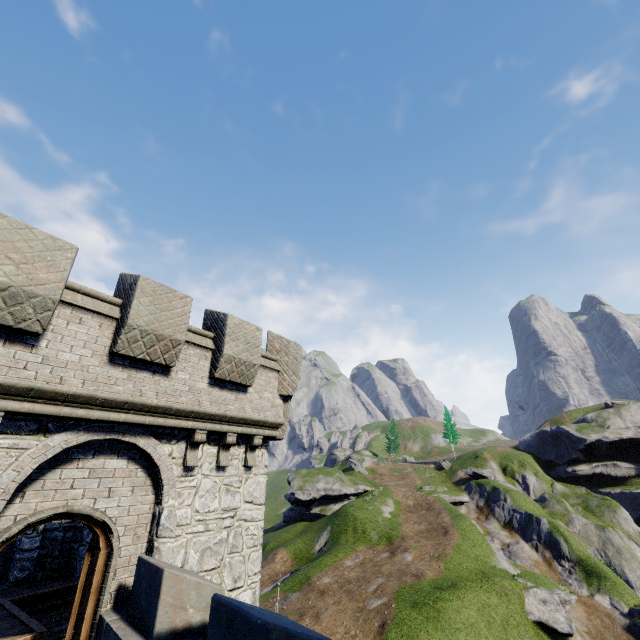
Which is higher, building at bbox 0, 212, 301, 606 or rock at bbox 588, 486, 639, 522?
building at bbox 0, 212, 301, 606

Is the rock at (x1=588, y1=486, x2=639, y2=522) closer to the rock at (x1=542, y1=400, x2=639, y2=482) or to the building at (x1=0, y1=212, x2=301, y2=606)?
the rock at (x1=542, y1=400, x2=639, y2=482)

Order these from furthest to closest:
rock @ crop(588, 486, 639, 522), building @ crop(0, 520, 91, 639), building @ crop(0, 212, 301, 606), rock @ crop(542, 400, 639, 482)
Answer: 1. rock @ crop(542, 400, 639, 482)
2. rock @ crop(588, 486, 639, 522)
3. building @ crop(0, 520, 91, 639)
4. building @ crop(0, 212, 301, 606)

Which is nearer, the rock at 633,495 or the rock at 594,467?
the rock at 633,495

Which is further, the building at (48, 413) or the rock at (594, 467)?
the rock at (594, 467)

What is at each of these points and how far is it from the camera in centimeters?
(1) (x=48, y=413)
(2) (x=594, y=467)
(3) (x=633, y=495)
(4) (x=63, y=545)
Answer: (1) building, 575cm
(2) rock, 5278cm
(3) rock, 4859cm
(4) building, 1170cm

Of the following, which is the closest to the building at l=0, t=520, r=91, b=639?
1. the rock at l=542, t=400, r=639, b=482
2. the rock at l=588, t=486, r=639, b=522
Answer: the rock at l=542, t=400, r=639, b=482

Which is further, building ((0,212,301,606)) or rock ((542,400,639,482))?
rock ((542,400,639,482))
